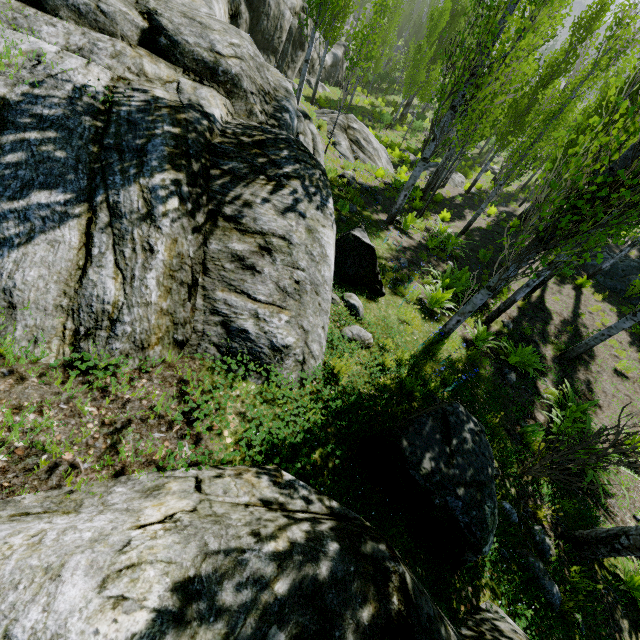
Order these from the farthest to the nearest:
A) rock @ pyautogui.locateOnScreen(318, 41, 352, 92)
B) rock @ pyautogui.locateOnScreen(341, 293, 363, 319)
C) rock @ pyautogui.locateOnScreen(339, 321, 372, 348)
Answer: rock @ pyautogui.locateOnScreen(318, 41, 352, 92) < rock @ pyautogui.locateOnScreen(341, 293, 363, 319) < rock @ pyautogui.locateOnScreen(339, 321, 372, 348)

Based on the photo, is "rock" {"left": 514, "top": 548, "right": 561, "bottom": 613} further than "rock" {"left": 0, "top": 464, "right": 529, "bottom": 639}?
Yes

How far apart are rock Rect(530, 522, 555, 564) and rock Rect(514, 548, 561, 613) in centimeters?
18cm

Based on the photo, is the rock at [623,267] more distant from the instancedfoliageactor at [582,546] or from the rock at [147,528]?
the rock at [147,528]

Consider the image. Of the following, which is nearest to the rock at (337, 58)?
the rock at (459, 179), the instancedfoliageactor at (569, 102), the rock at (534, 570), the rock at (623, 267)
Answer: the instancedfoliageactor at (569, 102)

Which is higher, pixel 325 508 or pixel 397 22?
pixel 325 508

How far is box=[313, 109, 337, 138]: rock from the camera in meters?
15.8 m

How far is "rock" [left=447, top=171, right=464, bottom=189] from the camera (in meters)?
22.98
